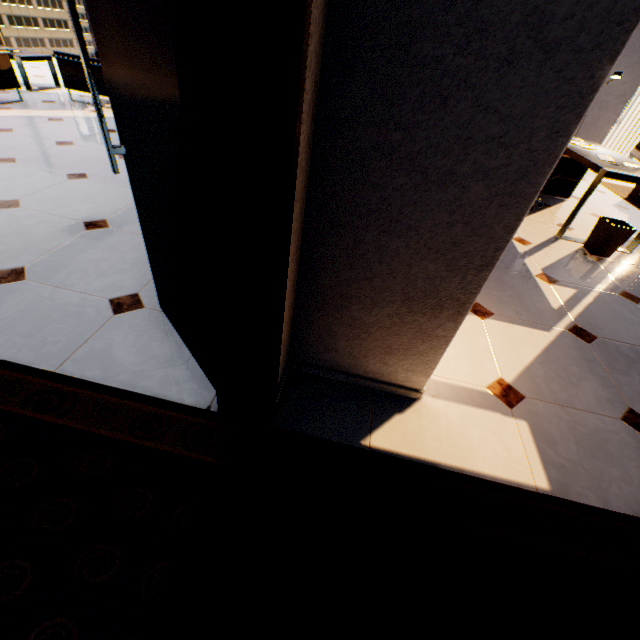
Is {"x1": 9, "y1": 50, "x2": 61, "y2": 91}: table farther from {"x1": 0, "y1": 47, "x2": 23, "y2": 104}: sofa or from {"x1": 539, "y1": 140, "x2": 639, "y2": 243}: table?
{"x1": 539, "y1": 140, "x2": 639, "y2": 243}: table

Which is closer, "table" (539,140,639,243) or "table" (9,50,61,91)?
"table" (539,140,639,243)

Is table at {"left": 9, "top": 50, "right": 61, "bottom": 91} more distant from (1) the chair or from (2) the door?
(2) the door

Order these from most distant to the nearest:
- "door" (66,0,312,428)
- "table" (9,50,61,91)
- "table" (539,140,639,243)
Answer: "table" (9,50,61,91), "table" (539,140,639,243), "door" (66,0,312,428)

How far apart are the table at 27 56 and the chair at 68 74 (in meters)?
0.72

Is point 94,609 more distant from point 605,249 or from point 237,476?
point 605,249

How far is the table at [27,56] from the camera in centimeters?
492cm

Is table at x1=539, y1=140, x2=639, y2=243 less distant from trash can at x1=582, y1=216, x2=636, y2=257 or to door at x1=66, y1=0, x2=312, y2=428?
trash can at x1=582, y1=216, x2=636, y2=257
